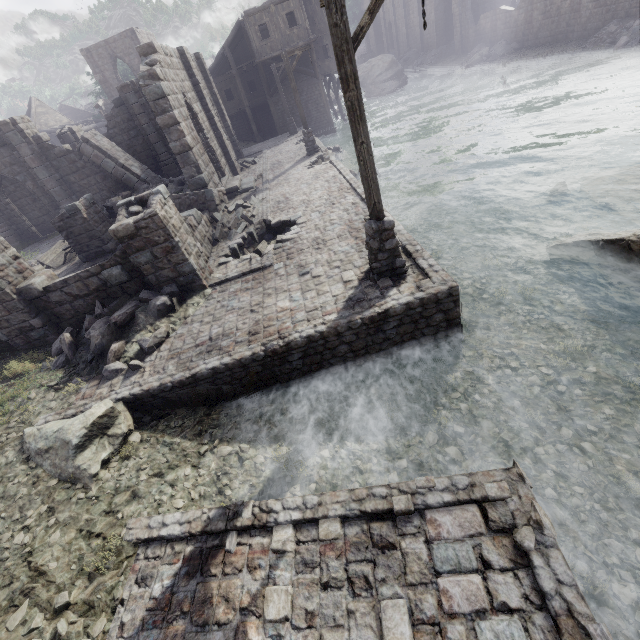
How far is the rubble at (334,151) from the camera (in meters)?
22.86

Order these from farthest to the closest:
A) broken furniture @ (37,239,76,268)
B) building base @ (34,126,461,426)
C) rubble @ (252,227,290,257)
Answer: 1. broken furniture @ (37,239,76,268)
2. rubble @ (252,227,290,257)
3. building base @ (34,126,461,426)

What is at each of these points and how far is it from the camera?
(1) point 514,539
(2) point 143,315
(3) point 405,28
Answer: (1) building base, 3.5 meters
(2) rubble, 8.3 meters
(3) building, 48.3 meters

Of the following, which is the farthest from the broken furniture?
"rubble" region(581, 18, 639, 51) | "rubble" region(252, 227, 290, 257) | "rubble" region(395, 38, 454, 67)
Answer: "rubble" region(395, 38, 454, 67)

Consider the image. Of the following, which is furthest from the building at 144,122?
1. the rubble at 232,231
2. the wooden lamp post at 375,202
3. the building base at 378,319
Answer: the wooden lamp post at 375,202

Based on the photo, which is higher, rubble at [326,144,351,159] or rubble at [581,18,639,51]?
rubble at [581,18,639,51]

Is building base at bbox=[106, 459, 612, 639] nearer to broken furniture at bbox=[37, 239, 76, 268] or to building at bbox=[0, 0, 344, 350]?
building at bbox=[0, 0, 344, 350]

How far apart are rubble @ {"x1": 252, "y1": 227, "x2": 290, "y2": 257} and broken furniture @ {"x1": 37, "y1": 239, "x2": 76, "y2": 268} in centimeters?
982cm
